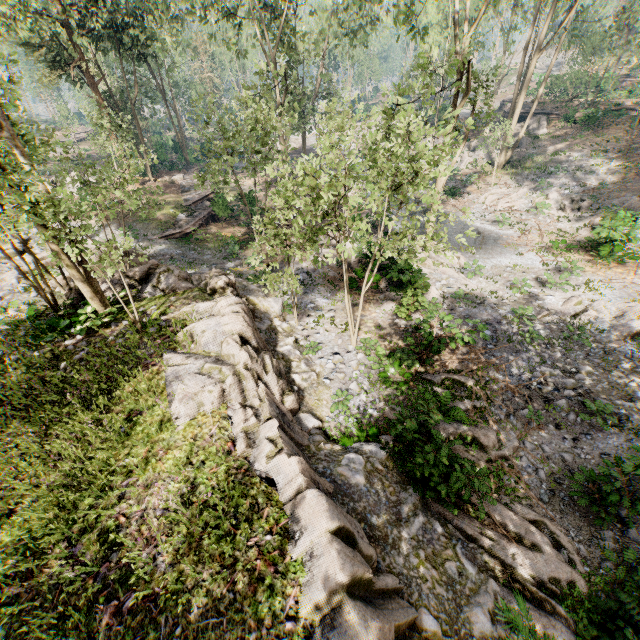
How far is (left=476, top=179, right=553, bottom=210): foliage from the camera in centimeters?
2672cm

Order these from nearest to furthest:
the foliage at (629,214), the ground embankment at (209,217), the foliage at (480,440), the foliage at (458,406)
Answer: the foliage at (480,440) < the foliage at (458,406) < the foliage at (629,214) < the ground embankment at (209,217)

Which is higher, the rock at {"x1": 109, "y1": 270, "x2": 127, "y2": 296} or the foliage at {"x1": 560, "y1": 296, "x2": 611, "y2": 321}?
the rock at {"x1": 109, "y1": 270, "x2": 127, "y2": 296}

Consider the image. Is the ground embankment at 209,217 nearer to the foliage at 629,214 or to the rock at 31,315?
the foliage at 629,214

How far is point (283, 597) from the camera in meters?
5.7 m

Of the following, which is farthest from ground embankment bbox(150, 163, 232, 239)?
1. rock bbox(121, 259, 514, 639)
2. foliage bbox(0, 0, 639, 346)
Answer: rock bbox(121, 259, 514, 639)
